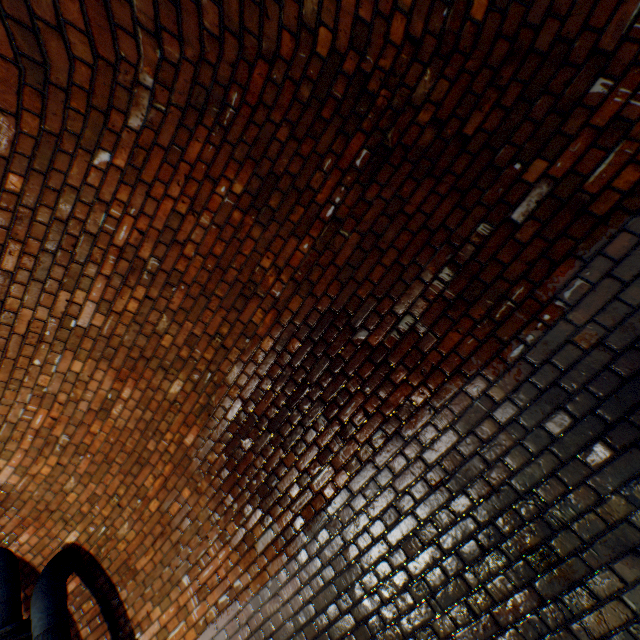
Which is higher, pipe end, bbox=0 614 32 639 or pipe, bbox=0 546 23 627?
pipe, bbox=0 546 23 627

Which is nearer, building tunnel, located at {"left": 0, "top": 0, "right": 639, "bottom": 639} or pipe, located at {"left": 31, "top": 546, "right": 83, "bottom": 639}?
building tunnel, located at {"left": 0, "top": 0, "right": 639, "bottom": 639}

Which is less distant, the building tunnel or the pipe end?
the building tunnel

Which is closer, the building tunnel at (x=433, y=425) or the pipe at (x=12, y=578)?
the building tunnel at (x=433, y=425)

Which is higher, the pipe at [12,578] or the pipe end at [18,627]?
the pipe at [12,578]

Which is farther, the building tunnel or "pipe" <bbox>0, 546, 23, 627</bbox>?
"pipe" <bbox>0, 546, 23, 627</bbox>

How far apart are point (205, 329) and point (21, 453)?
2.4 meters
